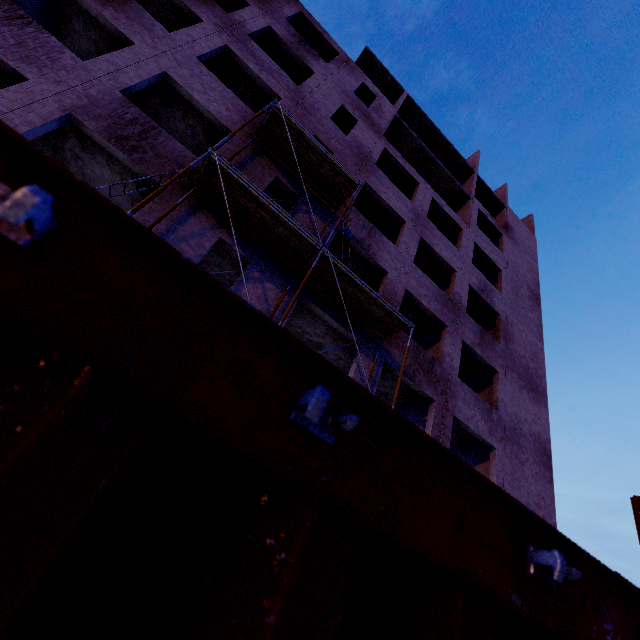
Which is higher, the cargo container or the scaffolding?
the scaffolding

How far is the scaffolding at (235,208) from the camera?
8.8m

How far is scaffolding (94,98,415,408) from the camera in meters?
8.8 m

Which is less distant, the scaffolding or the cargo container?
the cargo container

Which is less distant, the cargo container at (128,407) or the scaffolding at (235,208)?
the cargo container at (128,407)

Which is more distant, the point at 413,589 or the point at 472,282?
the point at 472,282
